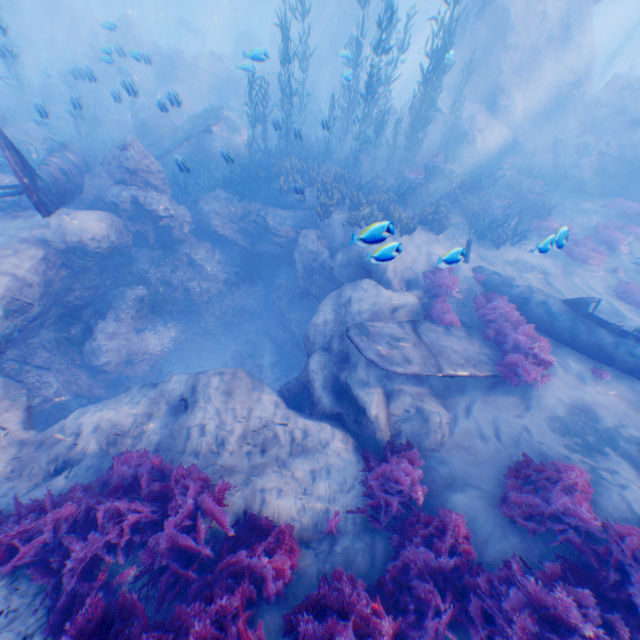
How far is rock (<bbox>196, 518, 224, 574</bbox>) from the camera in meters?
4.7

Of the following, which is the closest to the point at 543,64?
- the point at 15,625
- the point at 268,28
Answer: the point at 15,625

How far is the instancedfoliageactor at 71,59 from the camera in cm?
2445

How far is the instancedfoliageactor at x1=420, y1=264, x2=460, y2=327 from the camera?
8.9m

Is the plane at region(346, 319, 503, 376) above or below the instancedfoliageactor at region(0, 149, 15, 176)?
below

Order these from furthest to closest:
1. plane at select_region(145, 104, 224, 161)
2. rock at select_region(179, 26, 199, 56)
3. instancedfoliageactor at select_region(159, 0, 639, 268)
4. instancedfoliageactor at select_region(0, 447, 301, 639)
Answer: rock at select_region(179, 26, 199, 56) < plane at select_region(145, 104, 224, 161) < instancedfoliageactor at select_region(159, 0, 639, 268) < instancedfoliageactor at select_region(0, 447, 301, 639)

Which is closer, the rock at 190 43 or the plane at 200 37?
the plane at 200 37
